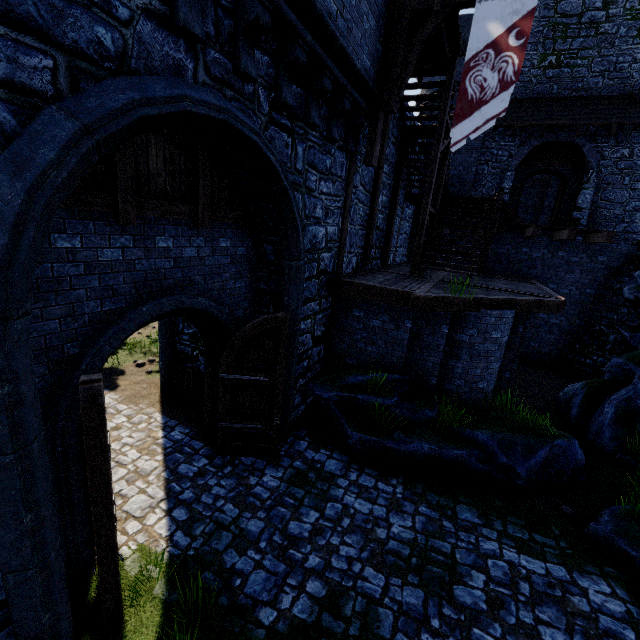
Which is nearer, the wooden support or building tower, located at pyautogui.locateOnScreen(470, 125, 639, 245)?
the wooden support

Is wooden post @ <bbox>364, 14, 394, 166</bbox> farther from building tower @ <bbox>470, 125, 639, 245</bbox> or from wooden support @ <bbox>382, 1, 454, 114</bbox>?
building tower @ <bbox>470, 125, 639, 245</bbox>

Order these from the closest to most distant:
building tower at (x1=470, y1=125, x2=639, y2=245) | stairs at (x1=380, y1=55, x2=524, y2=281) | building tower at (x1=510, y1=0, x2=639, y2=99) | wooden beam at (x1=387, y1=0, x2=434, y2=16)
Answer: wooden beam at (x1=387, y1=0, x2=434, y2=16) → stairs at (x1=380, y1=55, x2=524, y2=281) → building tower at (x1=510, y1=0, x2=639, y2=99) → building tower at (x1=470, y1=125, x2=639, y2=245)

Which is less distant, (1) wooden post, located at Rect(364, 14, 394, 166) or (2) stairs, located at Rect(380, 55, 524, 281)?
(1) wooden post, located at Rect(364, 14, 394, 166)

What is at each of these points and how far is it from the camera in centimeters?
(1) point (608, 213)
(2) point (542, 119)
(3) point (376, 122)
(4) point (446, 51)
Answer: (1) building tower, 1402cm
(2) awning, 1381cm
(3) wooden post, 781cm
(4) walkway, 817cm

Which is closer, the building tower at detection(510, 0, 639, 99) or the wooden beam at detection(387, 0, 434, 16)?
the wooden beam at detection(387, 0, 434, 16)

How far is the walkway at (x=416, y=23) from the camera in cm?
729

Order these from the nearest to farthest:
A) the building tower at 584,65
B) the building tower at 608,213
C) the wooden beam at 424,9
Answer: the wooden beam at 424,9 → the building tower at 584,65 → the building tower at 608,213
